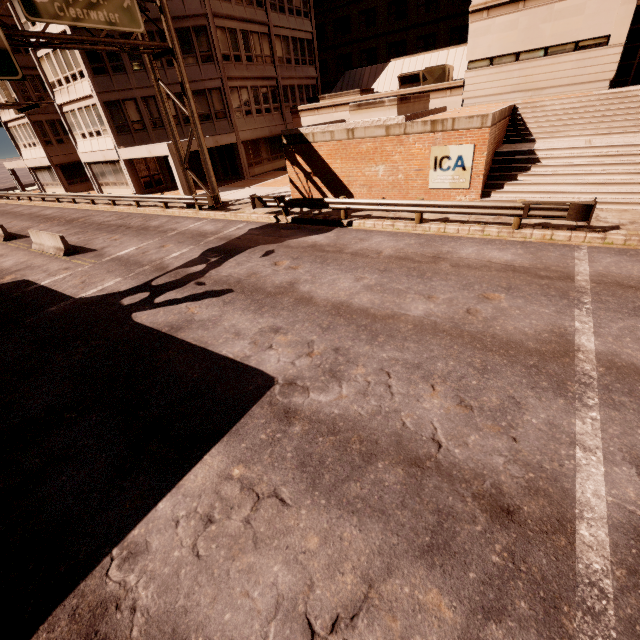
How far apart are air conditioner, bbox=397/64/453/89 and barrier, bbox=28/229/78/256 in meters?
23.8 m

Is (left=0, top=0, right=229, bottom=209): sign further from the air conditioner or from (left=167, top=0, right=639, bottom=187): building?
the air conditioner

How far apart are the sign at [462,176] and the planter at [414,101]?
2.6 meters

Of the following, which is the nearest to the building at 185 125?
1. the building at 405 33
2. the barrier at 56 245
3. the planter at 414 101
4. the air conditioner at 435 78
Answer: the building at 405 33

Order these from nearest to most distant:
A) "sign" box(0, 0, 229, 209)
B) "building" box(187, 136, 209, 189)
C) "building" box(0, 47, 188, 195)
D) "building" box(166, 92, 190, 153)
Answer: "sign" box(0, 0, 229, 209), "building" box(0, 47, 188, 195), "building" box(187, 136, 209, 189), "building" box(166, 92, 190, 153)

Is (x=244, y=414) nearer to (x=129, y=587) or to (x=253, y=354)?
(x=253, y=354)

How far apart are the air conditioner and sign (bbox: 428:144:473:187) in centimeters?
1267cm

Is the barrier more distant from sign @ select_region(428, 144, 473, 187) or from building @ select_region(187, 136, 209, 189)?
sign @ select_region(428, 144, 473, 187)
